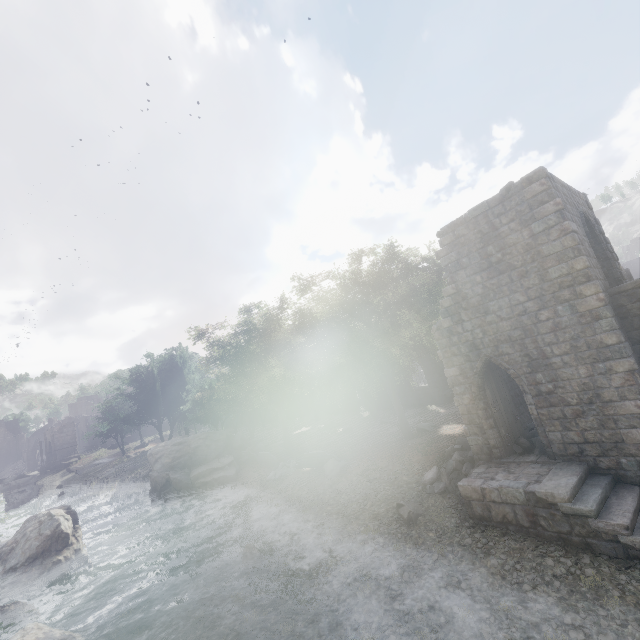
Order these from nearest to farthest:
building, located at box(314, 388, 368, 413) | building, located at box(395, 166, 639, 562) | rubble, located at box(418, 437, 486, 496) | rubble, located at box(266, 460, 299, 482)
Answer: building, located at box(395, 166, 639, 562) < rubble, located at box(418, 437, 486, 496) < rubble, located at box(266, 460, 299, 482) < building, located at box(314, 388, 368, 413)

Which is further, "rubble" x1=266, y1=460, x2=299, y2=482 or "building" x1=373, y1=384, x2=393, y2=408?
"building" x1=373, y1=384, x2=393, y2=408

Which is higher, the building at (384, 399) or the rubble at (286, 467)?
the building at (384, 399)

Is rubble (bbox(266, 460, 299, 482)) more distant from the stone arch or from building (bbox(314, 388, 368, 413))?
the stone arch

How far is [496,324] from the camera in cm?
1237

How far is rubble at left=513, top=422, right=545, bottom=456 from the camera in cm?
1220

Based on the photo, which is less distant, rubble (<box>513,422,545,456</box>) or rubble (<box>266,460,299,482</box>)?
rubble (<box>513,422,545,456</box>)

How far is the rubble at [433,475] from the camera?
13.2m
